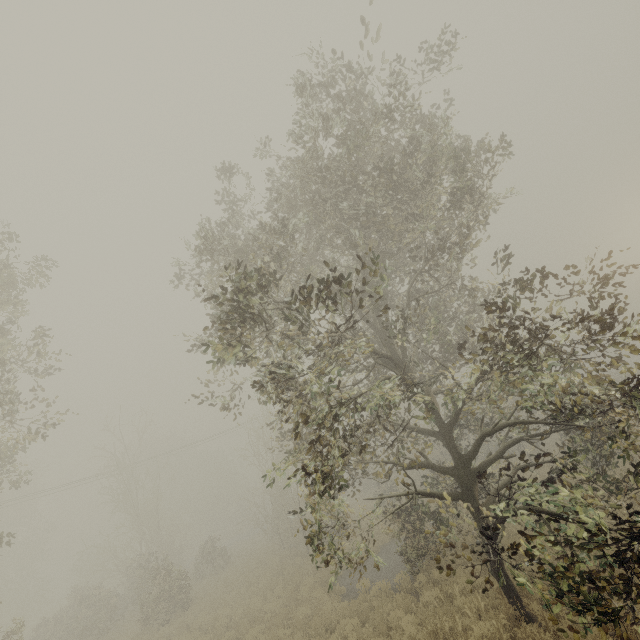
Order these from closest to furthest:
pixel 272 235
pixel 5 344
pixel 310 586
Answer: pixel 272 235
pixel 5 344
pixel 310 586
